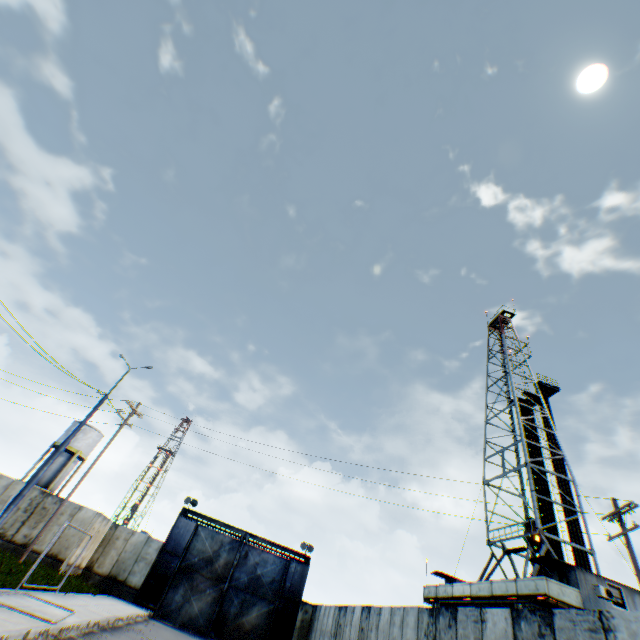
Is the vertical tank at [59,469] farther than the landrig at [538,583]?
Yes

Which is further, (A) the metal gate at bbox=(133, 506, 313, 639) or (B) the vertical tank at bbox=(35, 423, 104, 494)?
(B) the vertical tank at bbox=(35, 423, 104, 494)

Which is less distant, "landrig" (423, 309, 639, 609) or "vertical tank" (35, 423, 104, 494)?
"landrig" (423, 309, 639, 609)

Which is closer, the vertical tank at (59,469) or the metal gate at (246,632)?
the metal gate at (246,632)

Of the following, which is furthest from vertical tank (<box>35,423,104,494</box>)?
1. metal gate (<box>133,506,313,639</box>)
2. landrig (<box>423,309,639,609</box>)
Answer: landrig (<box>423,309,639,609</box>)

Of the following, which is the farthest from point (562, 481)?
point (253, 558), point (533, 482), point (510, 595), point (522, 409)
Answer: point (253, 558)

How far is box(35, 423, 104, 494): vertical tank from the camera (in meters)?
36.78

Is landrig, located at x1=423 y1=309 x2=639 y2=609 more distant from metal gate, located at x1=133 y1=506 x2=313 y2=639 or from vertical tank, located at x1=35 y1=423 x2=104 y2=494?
vertical tank, located at x1=35 y1=423 x2=104 y2=494
